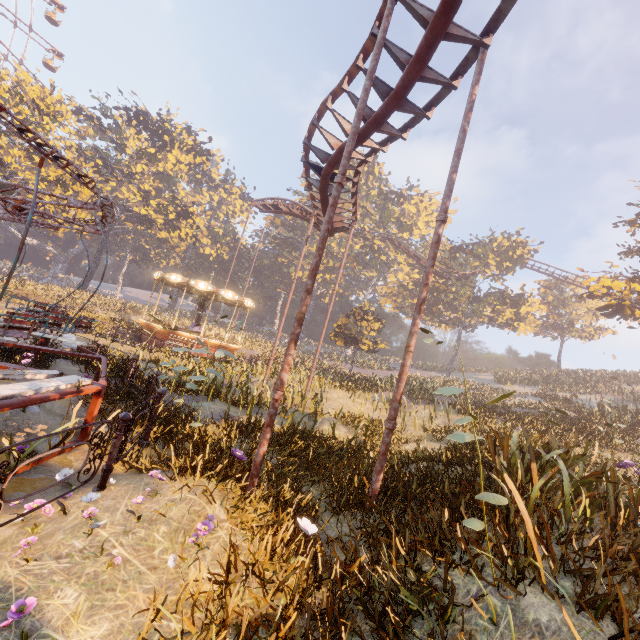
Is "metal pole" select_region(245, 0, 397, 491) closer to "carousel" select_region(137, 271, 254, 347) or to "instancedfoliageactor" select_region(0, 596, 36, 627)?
"instancedfoliageactor" select_region(0, 596, 36, 627)

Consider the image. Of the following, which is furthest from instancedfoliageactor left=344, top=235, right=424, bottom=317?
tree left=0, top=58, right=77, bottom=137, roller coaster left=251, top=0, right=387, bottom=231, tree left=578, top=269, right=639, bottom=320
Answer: tree left=578, top=269, right=639, bottom=320

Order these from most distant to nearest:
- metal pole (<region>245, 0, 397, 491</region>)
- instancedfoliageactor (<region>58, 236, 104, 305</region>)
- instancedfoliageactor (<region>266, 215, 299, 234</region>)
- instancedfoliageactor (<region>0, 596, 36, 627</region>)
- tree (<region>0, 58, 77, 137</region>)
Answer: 1. instancedfoliageactor (<region>266, 215, 299, 234</region>)
2. instancedfoliageactor (<region>58, 236, 104, 305</region>)
3. tree (<region>0, 58, 77, 137</region>)
4. metal pole (<region>245, 0, 397, 491</region>)
5. instancedfoliageactor (<region>0, 596, 36, 627</region>)

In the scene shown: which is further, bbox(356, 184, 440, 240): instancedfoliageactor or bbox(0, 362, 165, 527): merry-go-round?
bbox(356, 184, 440, 240): instancedfoliageactor

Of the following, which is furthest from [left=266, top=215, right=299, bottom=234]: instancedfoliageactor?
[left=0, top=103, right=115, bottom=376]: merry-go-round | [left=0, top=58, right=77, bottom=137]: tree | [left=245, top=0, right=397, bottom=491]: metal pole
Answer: [left=245, top=0, right=397, bottom=491]: metal pole

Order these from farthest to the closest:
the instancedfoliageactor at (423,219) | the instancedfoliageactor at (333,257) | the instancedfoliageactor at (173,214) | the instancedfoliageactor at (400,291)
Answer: the instancedfoliageactor at (333,257), the instancedfoliageactor at (423,219), the instancedfoliageactor at (400,291), the instancedfoliageactor at (173,214)

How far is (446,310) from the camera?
52.4 meters

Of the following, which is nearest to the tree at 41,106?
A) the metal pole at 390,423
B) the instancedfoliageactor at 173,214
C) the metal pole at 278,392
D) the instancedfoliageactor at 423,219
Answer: the instancedfoliageactor at 173,214
